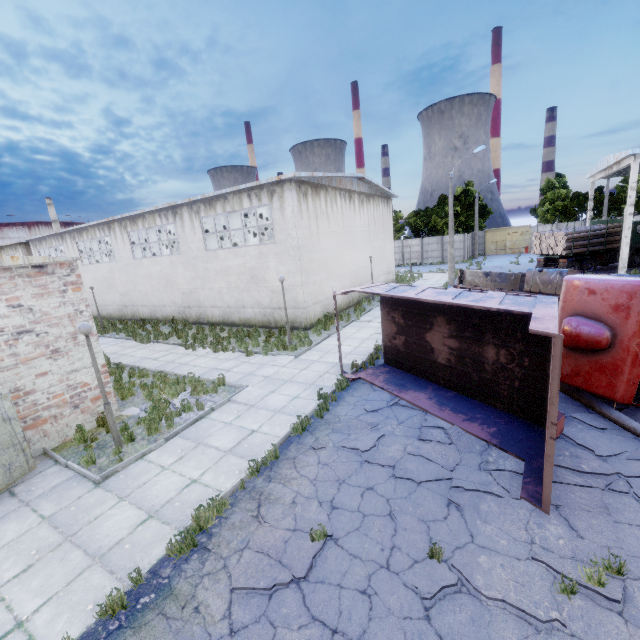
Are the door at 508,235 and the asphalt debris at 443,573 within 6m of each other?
no

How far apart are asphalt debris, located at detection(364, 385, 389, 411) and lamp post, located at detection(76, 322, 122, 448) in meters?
6.6

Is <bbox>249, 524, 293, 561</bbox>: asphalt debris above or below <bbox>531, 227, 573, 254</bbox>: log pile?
below

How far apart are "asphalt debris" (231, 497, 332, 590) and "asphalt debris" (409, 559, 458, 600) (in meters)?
1.02

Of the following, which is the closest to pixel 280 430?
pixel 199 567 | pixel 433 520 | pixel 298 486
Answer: pixel 298 486

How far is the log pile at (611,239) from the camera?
24.58m

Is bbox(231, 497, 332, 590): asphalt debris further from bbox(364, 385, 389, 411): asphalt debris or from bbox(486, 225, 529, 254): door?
bbox(486, 225, 529, 254): door

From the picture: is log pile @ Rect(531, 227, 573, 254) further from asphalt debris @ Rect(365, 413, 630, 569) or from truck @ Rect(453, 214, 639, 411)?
asphalt debris @ Rect(365, 413, 630, 569)
